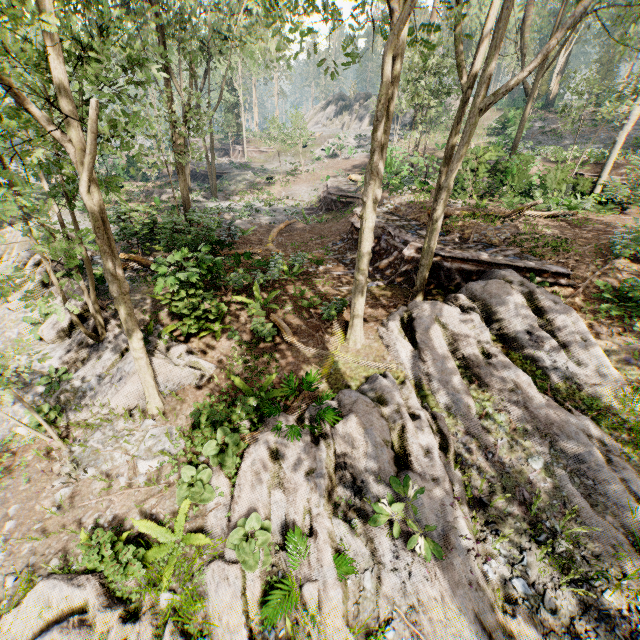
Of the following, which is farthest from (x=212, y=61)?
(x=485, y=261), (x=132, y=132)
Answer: (x=485, y=261)

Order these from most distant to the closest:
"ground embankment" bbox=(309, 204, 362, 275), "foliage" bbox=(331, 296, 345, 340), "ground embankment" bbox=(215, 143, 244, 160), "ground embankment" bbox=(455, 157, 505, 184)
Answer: "ground embankment" bbox=(215, 143, 244, 160), "ground embankment" bbox=(455, 157, 505, 184), "ground embankment" bbox=(309, 204, 362, 275), "foliage" bbox=(331, 296, 345, 340)

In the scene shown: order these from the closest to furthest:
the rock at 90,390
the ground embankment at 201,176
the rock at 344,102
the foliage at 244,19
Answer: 1. the foliage at 244,19
2. the rock at 90,390
3. the ground embankment at 201,176
4. the rock at 344,102

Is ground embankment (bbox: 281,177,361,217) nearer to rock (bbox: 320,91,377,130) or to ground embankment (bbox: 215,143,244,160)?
ground embankment (bbox: 215,143,244,160)

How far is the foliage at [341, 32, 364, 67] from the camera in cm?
855

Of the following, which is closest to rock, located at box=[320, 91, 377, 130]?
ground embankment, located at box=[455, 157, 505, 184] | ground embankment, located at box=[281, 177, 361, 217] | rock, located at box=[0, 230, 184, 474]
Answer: ground embankment, located at box=[455, 157, 505, 184]

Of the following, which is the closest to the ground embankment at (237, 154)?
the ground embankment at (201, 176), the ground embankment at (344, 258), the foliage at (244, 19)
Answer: the foliage at (244, 19)

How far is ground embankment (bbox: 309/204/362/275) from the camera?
15.52m
